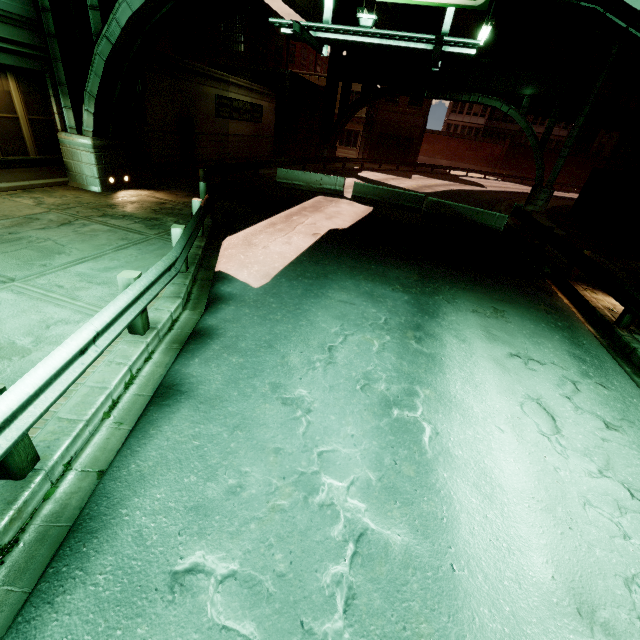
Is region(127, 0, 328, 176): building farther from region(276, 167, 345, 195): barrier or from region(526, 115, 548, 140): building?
region(526, 115, 548, 140): building

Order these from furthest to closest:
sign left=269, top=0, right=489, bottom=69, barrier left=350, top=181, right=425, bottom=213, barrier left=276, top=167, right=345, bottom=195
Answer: barrier left=276, top=167, right=345, bottom=195 → barrier left=350, top=181, right=425, bottom=213 → sign left=269, top=0, right=489, bottom=69

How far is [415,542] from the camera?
3.1 meters

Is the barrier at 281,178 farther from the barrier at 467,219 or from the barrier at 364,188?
the barrier at 467,219

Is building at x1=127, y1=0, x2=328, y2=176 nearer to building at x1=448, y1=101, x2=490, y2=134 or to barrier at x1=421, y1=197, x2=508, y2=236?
barrier at x1=421, y1=197, x2=508, y2=236

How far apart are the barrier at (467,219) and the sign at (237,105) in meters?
13.1 m

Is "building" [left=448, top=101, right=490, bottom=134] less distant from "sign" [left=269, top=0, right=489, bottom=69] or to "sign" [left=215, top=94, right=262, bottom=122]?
"sign" [left=215, top=94, right=262, bottom=122]

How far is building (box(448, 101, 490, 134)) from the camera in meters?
58.5 m
